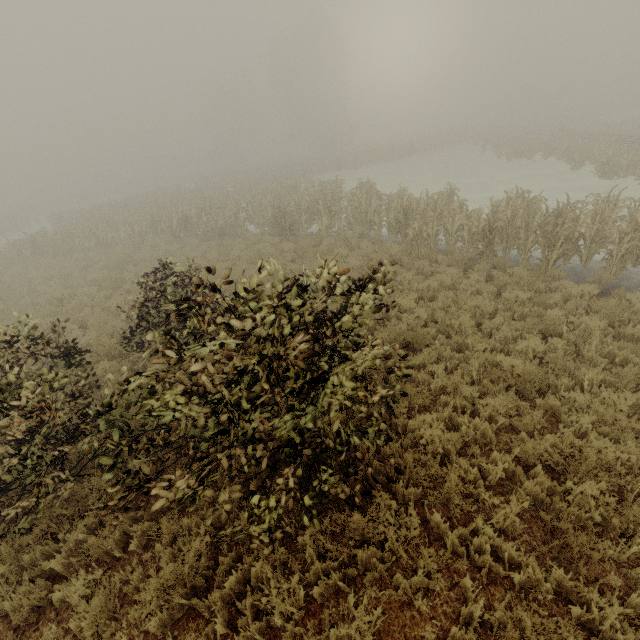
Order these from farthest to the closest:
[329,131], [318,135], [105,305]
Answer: [329,131] → [318,135] → [105,305]
